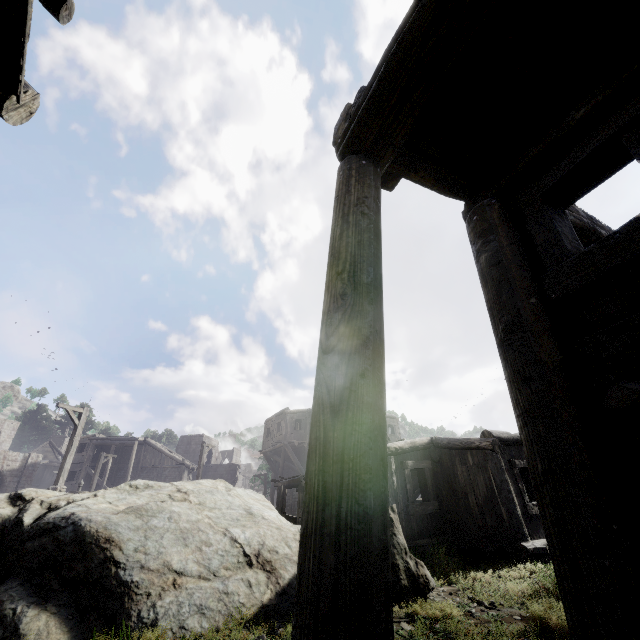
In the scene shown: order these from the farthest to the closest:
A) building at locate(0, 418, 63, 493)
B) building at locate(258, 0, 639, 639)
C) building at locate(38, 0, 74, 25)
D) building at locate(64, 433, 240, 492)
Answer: building at locate(64, 433, 240, 492), building at locate(0, 418, 63, 493), building at locate(38, 0, 74, 25), building at locate(258, 0, 639, 639)

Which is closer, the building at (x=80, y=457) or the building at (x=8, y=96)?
the building at (x=8, y=96)

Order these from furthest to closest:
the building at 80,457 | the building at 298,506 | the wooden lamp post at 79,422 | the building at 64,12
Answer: the building at 80,457
the wooden lamp post at 79,422
the building at 64,12
the building at 298,506

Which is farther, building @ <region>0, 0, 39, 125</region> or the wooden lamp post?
the wooden lamp post

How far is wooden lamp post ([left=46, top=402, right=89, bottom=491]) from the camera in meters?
14.5

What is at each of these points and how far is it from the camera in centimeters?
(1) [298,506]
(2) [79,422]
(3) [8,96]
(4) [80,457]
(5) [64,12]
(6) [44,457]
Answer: (1) building, 1298cm
(2) wooden lamp post, 1580cm
(3) building, 386cm
(4) building, 3503cm
(5) building, 303cm
(6) building, 5153cm

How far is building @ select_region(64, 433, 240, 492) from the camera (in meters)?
34.56
